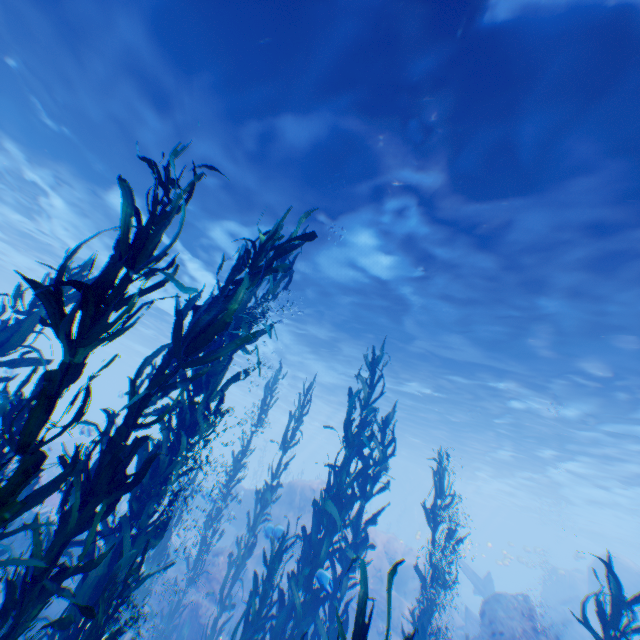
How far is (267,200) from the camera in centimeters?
1041cm

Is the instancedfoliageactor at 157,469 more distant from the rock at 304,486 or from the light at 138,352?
the light at 138,352

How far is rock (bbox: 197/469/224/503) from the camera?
11.1m

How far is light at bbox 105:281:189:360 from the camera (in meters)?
22.36

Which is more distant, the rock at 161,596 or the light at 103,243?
the light at 103,243

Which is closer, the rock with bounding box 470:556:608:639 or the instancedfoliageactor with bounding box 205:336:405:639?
the instancedfoliageactor with bounding box 205:336:405:639

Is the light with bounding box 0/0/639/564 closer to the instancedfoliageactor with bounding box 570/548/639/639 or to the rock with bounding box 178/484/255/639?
the rock with bounding box 178/484/255/639
